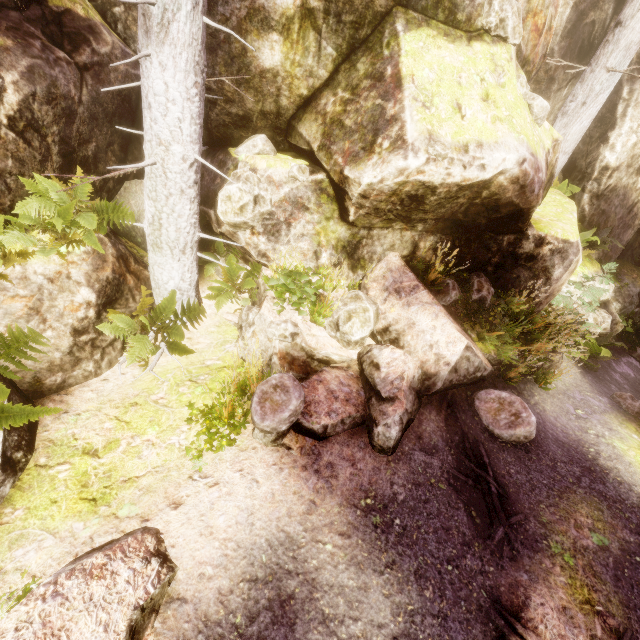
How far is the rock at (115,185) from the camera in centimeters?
586cm

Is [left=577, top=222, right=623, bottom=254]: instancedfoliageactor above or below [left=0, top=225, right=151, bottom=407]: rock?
above

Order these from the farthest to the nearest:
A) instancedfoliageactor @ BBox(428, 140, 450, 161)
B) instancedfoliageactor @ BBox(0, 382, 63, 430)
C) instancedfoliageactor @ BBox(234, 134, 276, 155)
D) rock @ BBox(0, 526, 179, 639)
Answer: instancedfoliageactor @ BBox(234, 134, 276, 155), instancedfoliageactor @ BBox(428, 140, 450, 161), instancedfoliageactor @ BBox(0, 382, 63, 430), rock @ BBox(0, 526, 179, 639)

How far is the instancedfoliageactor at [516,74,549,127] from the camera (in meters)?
5.62

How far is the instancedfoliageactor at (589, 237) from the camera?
8.8 meters

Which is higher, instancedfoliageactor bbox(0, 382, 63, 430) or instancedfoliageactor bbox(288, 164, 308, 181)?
instancedfoliageactor bbox(288, 164, 308, 181)

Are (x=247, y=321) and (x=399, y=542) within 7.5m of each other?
yes
